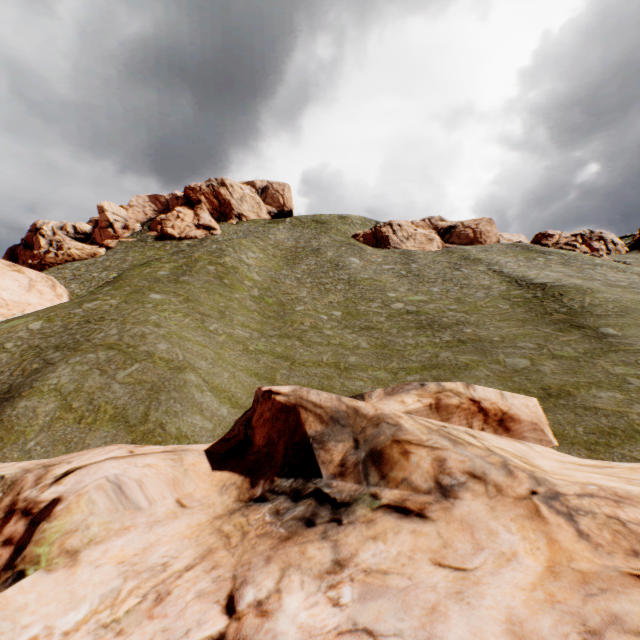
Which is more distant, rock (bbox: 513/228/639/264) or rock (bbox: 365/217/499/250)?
rock (bbox: 365/217/499/250)

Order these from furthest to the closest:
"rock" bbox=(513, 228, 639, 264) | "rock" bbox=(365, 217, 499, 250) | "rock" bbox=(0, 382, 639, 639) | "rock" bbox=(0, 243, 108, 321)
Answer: "rock" bbox=(365, 217, 499, 250) → "rock" bbox=(513, 228, 639, 264) → "rock" bbox=(0, 243, 108, 321) → "rock" bbox=(0, 382, 639, 639)

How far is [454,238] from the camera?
56.5m

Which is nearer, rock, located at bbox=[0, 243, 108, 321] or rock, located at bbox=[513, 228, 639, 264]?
rock, located at bbox=[0, 243, 108, 321]

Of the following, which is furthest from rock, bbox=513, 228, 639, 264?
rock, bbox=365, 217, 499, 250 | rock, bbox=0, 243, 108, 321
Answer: rock, bbox=0, 243, 108, 321

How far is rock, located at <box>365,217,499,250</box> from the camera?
53.92m

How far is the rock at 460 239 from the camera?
53.9m

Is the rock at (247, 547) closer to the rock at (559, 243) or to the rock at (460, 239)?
the rock at (460, 239)
